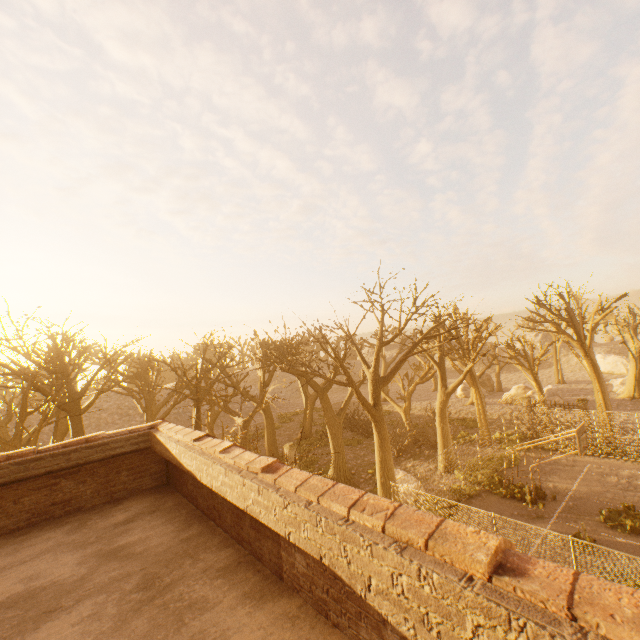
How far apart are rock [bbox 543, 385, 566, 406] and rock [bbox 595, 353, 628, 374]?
22.4 meters

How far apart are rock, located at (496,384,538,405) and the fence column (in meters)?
10.53

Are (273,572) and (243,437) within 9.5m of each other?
yes

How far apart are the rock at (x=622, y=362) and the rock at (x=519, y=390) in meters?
24.3 m

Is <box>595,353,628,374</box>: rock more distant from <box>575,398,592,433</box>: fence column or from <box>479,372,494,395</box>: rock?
<box>575,398,592,433</box>: fence column

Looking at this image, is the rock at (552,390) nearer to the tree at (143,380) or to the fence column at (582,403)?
the tree at (143,380)

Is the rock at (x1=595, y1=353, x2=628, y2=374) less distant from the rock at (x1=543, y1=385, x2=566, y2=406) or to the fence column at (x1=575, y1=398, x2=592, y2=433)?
the rock at (x1=543, y1=385, x2=566, y2=406)

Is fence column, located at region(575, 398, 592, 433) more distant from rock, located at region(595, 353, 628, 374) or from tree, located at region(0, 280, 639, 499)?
rock, located at region(595, 353, 628, 374)
